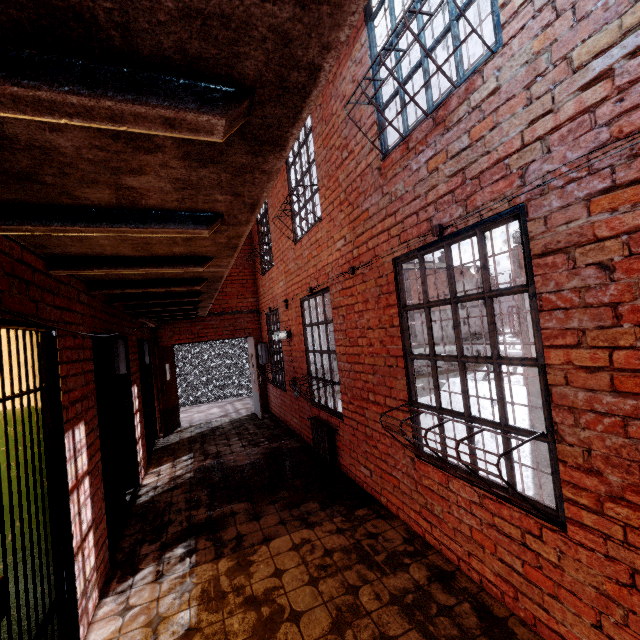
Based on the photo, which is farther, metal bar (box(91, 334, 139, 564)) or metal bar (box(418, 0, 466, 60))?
metal bar (box(91, 334, 139, 564))

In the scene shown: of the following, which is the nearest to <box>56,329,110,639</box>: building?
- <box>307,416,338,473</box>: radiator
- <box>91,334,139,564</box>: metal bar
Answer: <box>91,334,139,564</box>: metal bar

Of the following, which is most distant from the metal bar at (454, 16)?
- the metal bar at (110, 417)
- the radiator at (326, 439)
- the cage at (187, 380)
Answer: the cage at (187, 380)

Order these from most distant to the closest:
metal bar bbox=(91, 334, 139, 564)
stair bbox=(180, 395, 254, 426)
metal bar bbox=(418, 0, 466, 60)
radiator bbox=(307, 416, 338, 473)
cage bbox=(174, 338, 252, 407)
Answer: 1. cage bbox=(174, 338, 252, 407)
2. stair bbox=(180, 395, 254, 426)
3. radiator bbox=(307, 416, 338, 473)
4. metal bar bbox=(91, 334, 139, 564)
5. metal bar bbox=(418, 0, 466, 60)

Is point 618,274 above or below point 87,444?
above

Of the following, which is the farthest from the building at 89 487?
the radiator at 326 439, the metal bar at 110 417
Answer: the radiator at 326 439

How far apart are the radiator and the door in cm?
411
